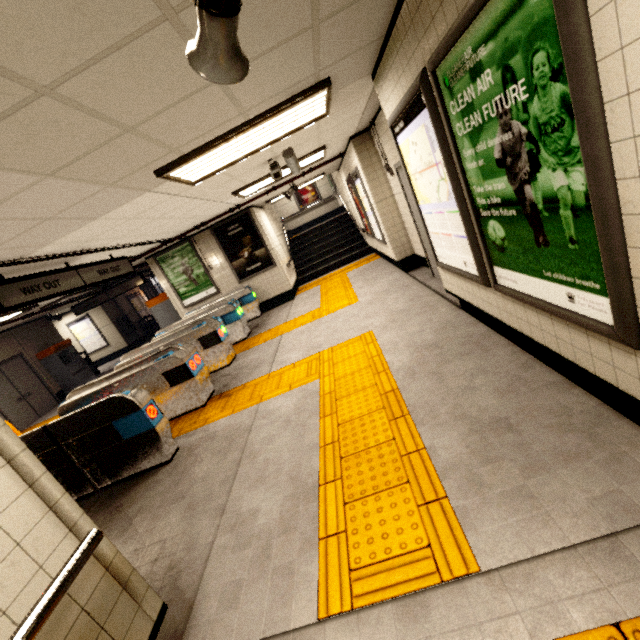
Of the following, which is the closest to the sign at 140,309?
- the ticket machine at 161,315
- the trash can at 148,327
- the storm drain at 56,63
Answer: the trash can at 148,327

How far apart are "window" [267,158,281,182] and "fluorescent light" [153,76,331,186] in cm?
87

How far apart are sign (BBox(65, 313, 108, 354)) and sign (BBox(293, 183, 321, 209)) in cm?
1146

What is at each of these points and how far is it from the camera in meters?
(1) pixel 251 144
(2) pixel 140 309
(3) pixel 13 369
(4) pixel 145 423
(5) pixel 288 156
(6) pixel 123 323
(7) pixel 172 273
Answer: (1) fluorescent light, 3.8 m
(2) sign, 17.7 m
(3) door, 10.4 m
(4) ticket barrier, 3.8 m
(5) window, 4.8 m
(6) payphone, 15.6 m
(7) sign, 9.7 m

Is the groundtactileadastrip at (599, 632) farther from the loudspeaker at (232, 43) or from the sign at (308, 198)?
the sign at (308, 198)

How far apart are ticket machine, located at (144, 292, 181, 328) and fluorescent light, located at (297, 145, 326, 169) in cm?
479

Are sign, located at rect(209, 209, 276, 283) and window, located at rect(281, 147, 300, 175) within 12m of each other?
yes

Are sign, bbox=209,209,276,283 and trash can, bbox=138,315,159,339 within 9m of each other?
no
